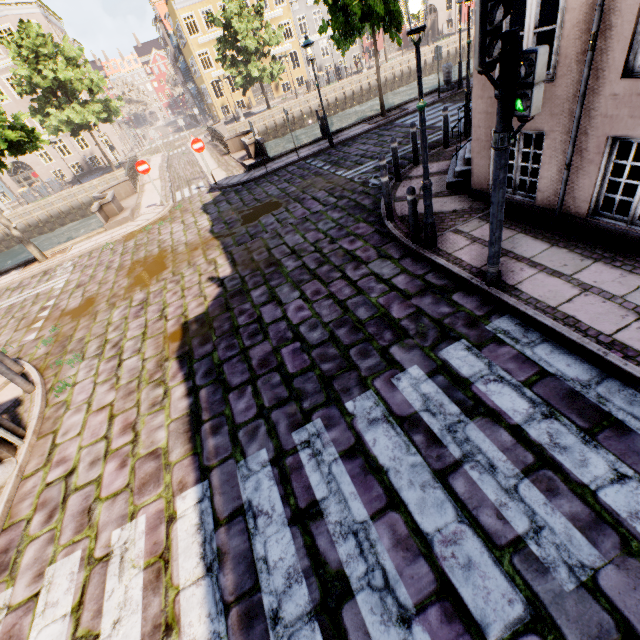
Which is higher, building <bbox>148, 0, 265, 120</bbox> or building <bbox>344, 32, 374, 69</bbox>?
building <bbox>148, 0, 265, 120</bbox>

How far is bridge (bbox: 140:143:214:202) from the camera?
15.79m

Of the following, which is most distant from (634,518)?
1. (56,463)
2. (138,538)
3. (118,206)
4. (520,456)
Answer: (118,206)

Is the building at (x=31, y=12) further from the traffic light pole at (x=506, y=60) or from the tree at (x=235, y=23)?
the traffic light pole at (x=506, y=60)

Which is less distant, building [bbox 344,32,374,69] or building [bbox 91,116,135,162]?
building [bbox 91,116,135,162]

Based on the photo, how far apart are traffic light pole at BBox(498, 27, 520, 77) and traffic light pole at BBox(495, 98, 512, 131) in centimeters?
21cm

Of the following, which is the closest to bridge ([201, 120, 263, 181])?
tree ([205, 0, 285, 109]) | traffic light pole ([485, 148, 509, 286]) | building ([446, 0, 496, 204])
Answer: tree ([205, 0, 285, 109])

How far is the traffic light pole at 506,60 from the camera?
3.0m
